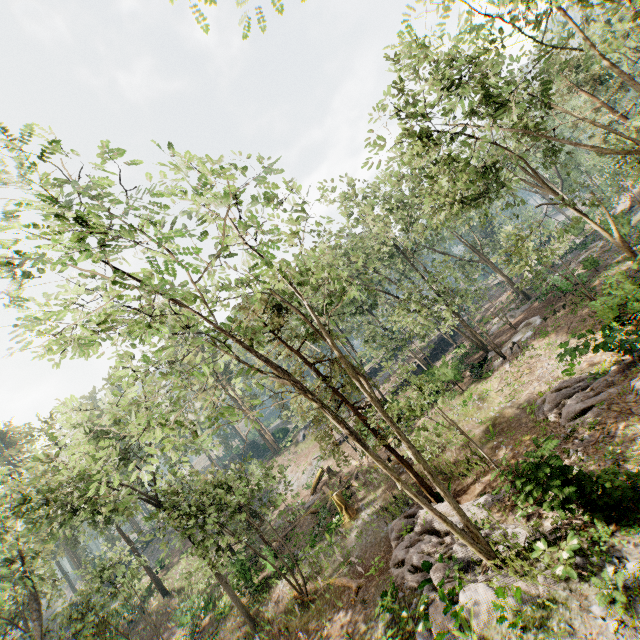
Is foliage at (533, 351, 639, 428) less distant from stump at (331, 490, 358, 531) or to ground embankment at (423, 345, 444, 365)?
ground embankment at (423, 345, 444, 365)

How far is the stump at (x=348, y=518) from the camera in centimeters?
2130cm

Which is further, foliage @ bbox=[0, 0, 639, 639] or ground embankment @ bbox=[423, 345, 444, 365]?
ground embankment @ bbox=[423, 345, 444, 365]

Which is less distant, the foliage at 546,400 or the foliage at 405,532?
the foliage at 405,532

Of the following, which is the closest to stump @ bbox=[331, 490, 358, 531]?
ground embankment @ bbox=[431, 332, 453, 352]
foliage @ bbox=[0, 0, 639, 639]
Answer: foliage @ bbox=[0, 0, 639, 639]

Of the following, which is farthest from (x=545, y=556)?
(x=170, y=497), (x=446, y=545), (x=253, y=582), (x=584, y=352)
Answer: (x=253, y=582)

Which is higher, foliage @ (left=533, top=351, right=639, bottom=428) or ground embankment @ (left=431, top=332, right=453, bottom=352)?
ground embankment @ (left=431, top=332, right=453, bottom=352)

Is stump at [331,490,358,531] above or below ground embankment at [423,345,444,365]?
below
